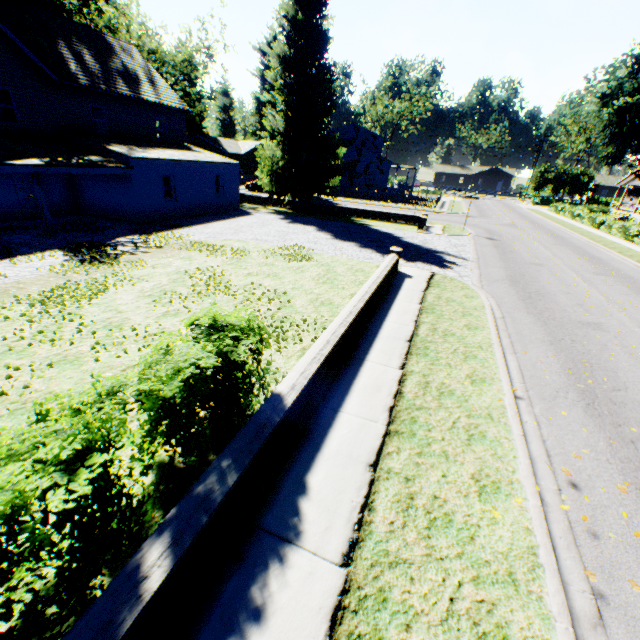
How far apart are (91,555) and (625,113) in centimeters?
4263cm

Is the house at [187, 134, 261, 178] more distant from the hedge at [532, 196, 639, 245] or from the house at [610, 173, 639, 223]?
the house at [610, 173, 639, 223]

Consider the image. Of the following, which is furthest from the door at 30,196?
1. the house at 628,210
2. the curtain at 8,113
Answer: the house at 628,210

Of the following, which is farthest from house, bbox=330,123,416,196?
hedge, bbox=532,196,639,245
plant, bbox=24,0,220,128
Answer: hedge, bbox=532,196,639,245

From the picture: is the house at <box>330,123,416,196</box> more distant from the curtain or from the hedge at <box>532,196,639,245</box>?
the curtain

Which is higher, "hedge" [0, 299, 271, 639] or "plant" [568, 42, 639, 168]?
"plant" [568, 42, 639, 168]

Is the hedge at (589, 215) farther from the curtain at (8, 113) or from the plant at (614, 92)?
the curtain at (8, 113)

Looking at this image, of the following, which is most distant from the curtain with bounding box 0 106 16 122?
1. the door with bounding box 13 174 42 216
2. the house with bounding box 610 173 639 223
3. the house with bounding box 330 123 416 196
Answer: the house with bounding box 610 173 639 223
